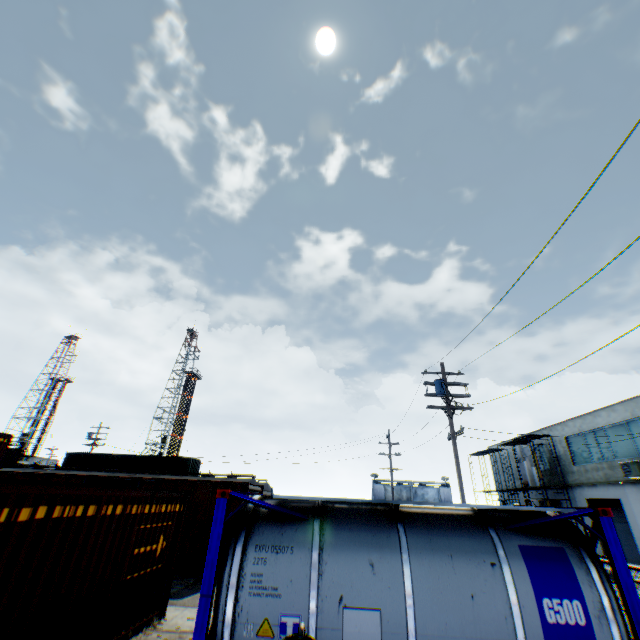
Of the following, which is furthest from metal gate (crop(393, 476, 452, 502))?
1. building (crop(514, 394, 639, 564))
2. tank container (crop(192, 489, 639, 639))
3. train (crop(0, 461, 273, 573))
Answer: train (crop(0, 461, 273, 573))

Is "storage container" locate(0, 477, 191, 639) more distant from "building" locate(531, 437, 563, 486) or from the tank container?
"building" locate(531, 437, 563, 486)

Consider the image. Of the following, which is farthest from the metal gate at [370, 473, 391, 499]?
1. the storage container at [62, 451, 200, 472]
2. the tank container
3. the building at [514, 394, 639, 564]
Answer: the tank container

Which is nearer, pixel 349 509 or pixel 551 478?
pixel 349 509

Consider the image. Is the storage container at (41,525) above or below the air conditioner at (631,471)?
below

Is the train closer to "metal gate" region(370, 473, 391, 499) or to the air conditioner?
the air conditioner

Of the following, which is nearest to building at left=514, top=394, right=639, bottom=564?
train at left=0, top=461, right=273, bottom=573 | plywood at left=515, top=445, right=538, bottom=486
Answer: plywood at left=515, top=445, right=538, bottom=486

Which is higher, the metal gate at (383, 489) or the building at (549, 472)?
the building at (549, 472)
